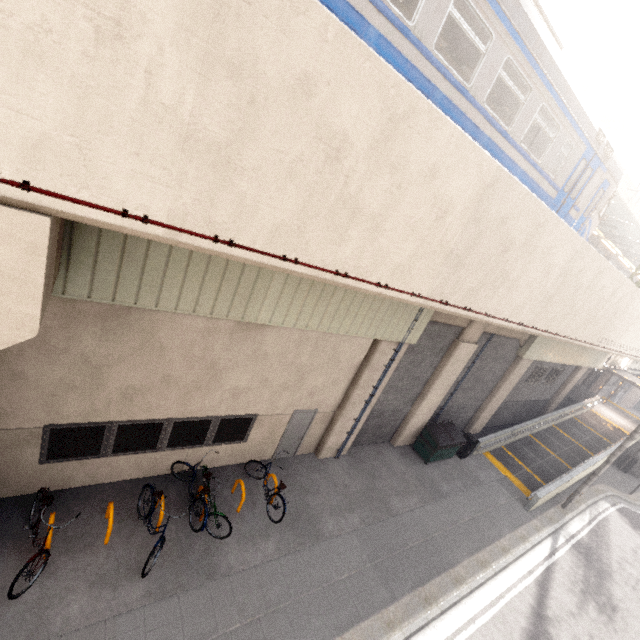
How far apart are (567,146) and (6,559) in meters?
16.0 m

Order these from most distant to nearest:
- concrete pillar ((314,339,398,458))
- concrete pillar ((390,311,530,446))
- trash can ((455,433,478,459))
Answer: trash can ((455,433,478,459)) → concrete pillar ((390,311,530,446)) → concrete pillar ((314,339,398,458))

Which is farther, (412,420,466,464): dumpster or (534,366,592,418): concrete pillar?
(534,366,592,418): concrete pillar

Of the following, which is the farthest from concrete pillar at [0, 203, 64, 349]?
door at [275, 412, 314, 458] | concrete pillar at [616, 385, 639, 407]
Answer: concrete pillar at [616, 385, 639, 407]

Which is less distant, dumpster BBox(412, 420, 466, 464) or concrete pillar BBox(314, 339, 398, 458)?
concrete pillar BBox(314, 339, 398, 458)

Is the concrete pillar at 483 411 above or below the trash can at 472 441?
below

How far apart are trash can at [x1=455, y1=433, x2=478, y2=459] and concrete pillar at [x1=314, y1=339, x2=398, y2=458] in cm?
642

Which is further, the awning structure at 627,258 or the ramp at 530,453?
the awning structure at 627,258
